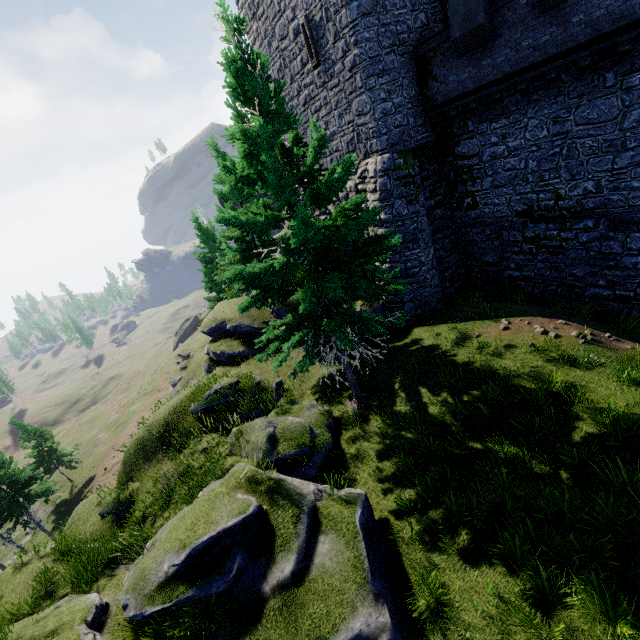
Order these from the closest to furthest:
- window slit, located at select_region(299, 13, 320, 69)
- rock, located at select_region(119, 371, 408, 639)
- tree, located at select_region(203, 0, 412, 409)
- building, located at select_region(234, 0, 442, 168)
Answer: rock, located at select_region(119, 371, 408, 639)
tree, located at select_region(203, 0, 412, 409)
building, located at select_region(234, 0, 442, 168)
window slit, located at select_region(299, 13, 320, 69)

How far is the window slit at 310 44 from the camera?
15.1 meters

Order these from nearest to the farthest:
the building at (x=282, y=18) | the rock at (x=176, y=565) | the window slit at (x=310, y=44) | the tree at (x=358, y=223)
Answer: the rock at (x=176, y=565), the tree at (x=358, y=223), the building at (x=282, y=18), the window slit at (x=310, y=44)

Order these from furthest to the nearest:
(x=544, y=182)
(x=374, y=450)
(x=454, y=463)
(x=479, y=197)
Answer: (x=479, y=197) < (x=544, y=182) < (x=374, y=450) < (x=454, y=463)

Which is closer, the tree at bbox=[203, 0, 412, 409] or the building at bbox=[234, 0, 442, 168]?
the tree at bbox=[203, 0, 412, 409]

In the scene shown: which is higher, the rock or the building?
the building

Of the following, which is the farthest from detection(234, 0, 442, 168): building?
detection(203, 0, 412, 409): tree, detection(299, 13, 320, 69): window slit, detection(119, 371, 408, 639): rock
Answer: detection(119, 371, 408, 639): rock

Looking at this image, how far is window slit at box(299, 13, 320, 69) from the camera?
15.1m
